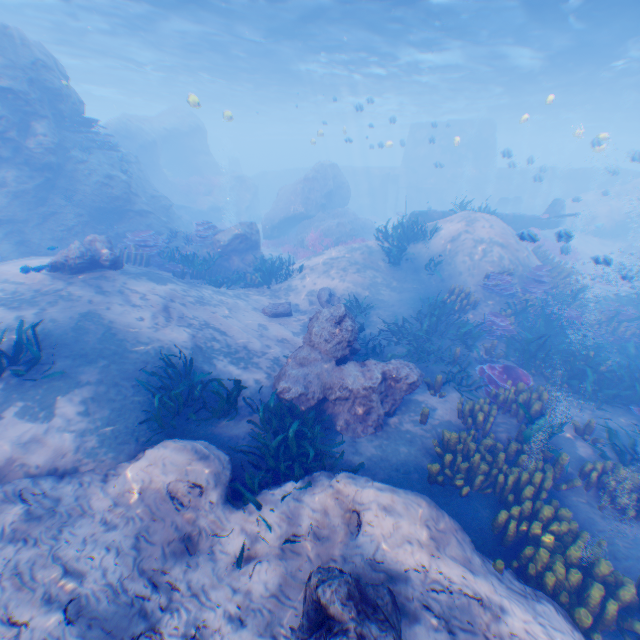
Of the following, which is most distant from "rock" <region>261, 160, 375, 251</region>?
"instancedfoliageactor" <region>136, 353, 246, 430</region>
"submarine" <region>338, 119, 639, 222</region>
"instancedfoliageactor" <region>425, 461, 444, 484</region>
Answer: Answer: "instancedfoliageactor" <region>425, 461, 444, 484</region>

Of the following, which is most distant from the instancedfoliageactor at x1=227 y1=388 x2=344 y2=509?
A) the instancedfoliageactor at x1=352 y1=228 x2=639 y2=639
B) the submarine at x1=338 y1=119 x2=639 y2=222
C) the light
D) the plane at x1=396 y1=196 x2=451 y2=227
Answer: the plane at x1=396 y1=196 x2=451 y2=227

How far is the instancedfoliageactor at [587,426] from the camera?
7.2m

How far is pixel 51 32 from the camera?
20.84m

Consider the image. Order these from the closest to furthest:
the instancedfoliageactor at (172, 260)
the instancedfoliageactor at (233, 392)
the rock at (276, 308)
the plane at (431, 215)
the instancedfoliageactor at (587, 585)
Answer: the instancedfoliageactor at (587, 585) → the instancedfoliageactor at (233, 392) → the rock at (276, 308) → the instancedfoliageactor at (172, 260) → the plane at (431, 215)

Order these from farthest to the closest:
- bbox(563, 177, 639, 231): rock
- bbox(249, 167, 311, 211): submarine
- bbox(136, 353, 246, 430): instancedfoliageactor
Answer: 1. bbox(249, 167, 311, 211): submarine
2. bbox(563, 177, 639, 231): rock
3. bbox(136, 353, 246, 430): instancedfoliageactor

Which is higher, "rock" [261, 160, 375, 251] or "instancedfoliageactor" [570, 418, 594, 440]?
"rock" [261, 160, 375, 251]

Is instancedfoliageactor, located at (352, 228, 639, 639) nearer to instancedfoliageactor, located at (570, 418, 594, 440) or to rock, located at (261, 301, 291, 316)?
instancedfoliageactor, located at (570, 418, 594, 440)
